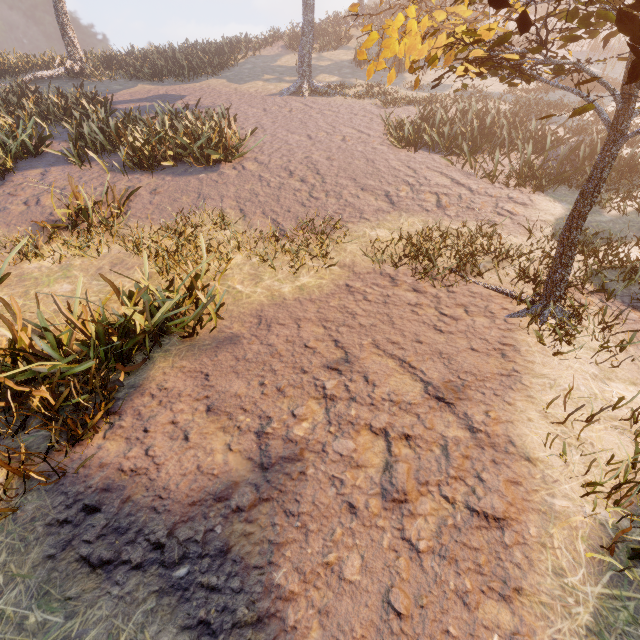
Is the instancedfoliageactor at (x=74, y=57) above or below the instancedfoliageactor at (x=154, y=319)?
above

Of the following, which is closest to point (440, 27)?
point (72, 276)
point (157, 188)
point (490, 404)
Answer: point (490, 404)

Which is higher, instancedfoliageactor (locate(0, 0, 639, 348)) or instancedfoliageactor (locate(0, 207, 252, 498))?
instancedfoliageactor (locate(0, 0, 639, 348))
